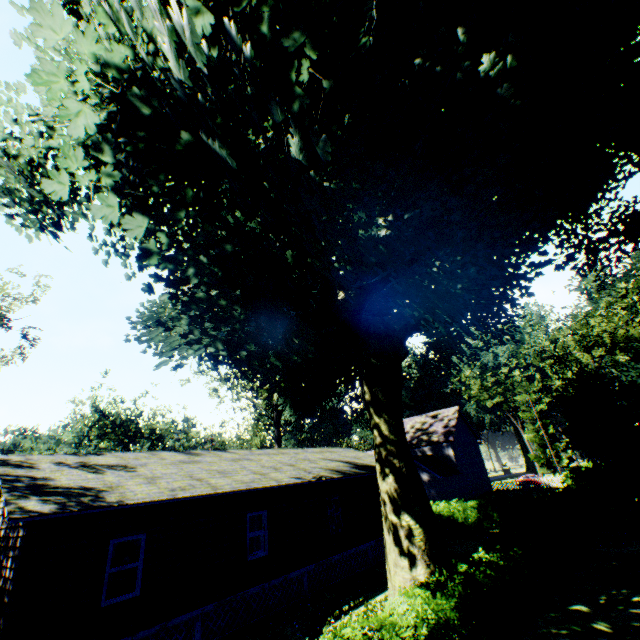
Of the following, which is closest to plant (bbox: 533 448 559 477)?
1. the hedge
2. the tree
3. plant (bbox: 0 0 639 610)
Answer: Answer: the tree

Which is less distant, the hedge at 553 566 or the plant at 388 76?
the plant at 388 76

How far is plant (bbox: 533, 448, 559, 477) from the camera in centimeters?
5775cm

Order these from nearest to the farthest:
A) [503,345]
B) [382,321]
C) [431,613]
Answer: [431,613] → [382,321] → [503,345]

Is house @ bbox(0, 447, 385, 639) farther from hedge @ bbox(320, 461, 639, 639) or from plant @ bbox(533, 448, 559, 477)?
plant @ bbox(533, 448, 559, 477)

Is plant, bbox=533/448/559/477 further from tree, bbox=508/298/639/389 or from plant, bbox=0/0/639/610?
plant, bbox=0/0/639/610

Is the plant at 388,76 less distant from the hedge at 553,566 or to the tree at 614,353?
the hedge at 553,566

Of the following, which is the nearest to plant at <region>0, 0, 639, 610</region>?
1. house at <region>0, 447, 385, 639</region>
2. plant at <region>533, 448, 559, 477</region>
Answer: house at <region>0, 447, 385, 639</region>
